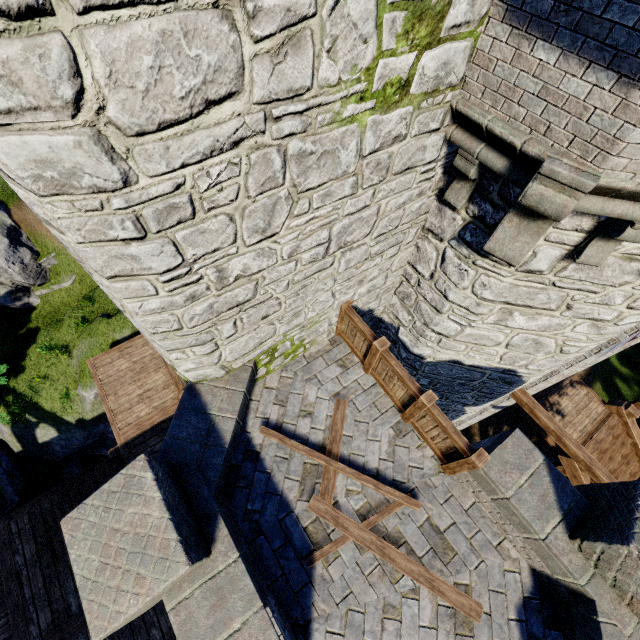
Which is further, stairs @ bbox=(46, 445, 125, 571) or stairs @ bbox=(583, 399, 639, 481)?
stairs @ bbox=(583, 399, 639, 481)

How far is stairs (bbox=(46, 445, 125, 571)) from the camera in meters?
9.2

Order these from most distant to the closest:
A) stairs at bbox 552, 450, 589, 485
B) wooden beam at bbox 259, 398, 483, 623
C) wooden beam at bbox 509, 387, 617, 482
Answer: stairs at bbox 552, 450, 589, 485 < wooden beam at bbox 509, 387, 617, 482 < wooden beam at bbox 259, 398, 483, 623

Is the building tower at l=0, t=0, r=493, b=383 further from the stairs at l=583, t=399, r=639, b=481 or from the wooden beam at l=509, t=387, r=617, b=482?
the stairs at l=583, t=399, r=639, b=481

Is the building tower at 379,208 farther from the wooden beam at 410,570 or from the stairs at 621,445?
the stairs at 621,445

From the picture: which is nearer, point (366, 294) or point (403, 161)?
point (403, 161)

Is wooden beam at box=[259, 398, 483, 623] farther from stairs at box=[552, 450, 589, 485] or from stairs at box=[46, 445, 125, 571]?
stairs at box=[552, 450, 589, 485]

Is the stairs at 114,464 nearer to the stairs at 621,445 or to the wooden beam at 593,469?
the wooden beam at 593,469
